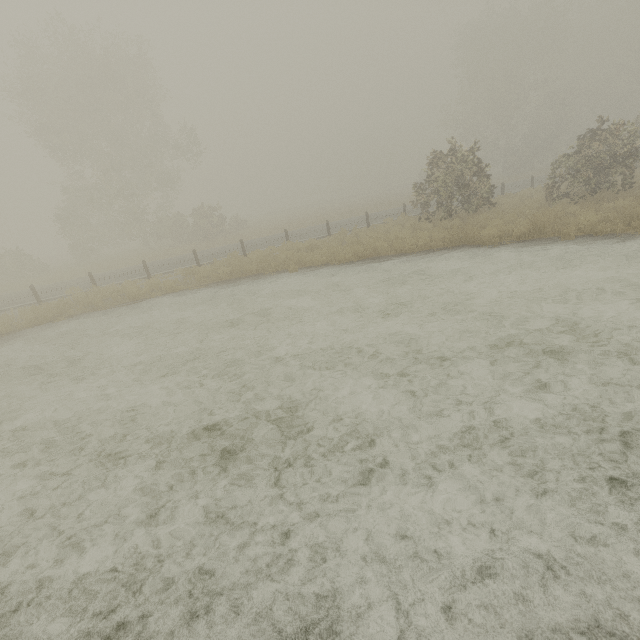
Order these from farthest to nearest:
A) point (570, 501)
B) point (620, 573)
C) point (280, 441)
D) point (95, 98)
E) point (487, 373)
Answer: point (95, 98), point (487, 373), point (280, 441), point (570, 501), point (620, 573)
